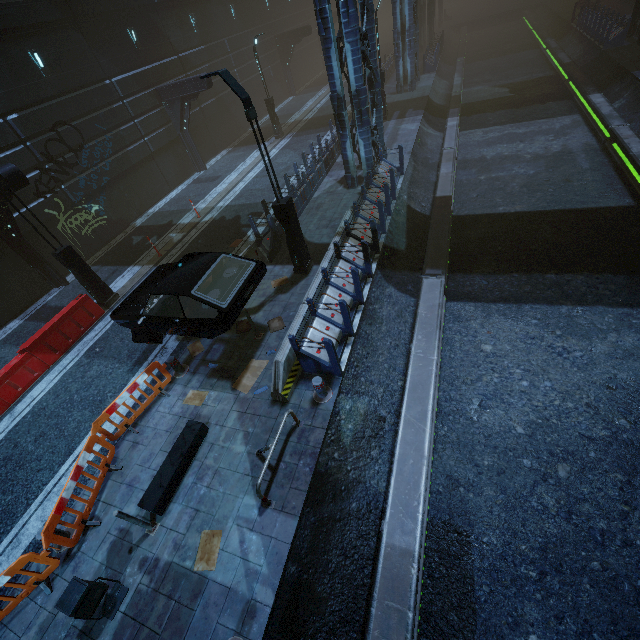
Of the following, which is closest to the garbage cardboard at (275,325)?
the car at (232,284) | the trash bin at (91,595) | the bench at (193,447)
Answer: the car at (232,284)

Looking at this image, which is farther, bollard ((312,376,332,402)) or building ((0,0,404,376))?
building ((0,0,404,376))

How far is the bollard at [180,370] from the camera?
8.5m

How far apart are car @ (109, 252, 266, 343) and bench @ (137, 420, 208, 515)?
1.90m

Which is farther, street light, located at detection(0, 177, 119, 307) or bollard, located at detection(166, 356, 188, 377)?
street light, located at detection(0, 177, 119, 307)

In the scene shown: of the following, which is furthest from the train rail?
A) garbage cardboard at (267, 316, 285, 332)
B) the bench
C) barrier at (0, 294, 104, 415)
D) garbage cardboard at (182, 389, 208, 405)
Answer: barrier at (0, 294, 104, 415)

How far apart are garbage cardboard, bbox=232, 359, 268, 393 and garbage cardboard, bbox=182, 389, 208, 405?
0.6 meters

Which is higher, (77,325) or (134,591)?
(77,325)
